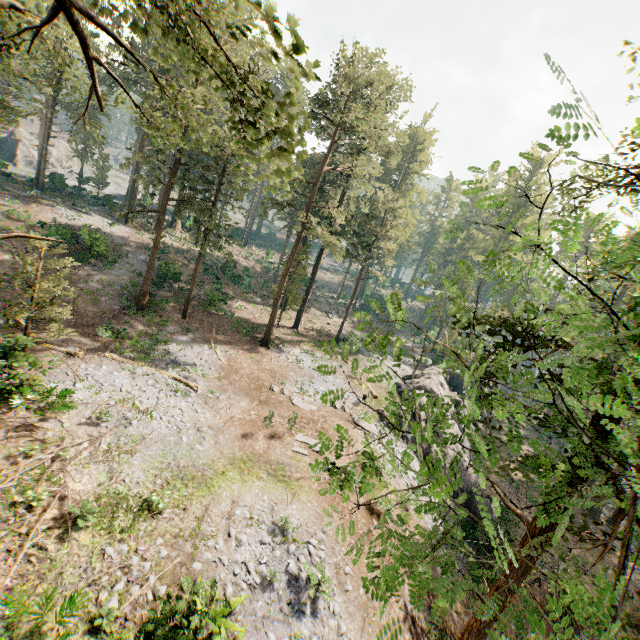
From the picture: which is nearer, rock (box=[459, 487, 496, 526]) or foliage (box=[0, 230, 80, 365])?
foliage (box=[0, 230, 80, 365])

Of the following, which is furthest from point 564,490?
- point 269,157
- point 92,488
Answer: point 92,488

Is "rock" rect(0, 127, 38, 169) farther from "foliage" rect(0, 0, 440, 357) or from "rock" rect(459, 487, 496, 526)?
"rock" rect(459, 487, 496, 526)

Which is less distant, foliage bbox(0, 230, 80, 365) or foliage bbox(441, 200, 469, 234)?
foliage bbox(441, 200, 469, 234)

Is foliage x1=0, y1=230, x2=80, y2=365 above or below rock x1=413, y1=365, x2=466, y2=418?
above

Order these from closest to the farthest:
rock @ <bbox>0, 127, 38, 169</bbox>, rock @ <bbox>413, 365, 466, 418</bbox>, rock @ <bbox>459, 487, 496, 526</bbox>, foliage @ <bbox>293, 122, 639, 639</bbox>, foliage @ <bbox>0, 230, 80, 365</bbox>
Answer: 1. foliage @ <bbox>293, 122, 639, 639</bbox>
2. foliage @ <bbox>0, 230, 80, 365</bbox>
3. rock @ <bbox>459, 487, 496, 526</bbox>
4. rock @ <bbox>413, 365, 466, 418</bbox>
5. rock @ <bbox>0, 127, 38, 169</bbox>

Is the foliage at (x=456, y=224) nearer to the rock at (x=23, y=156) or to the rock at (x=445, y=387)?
the rock at (x=23, y=156)

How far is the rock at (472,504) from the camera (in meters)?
23.86
